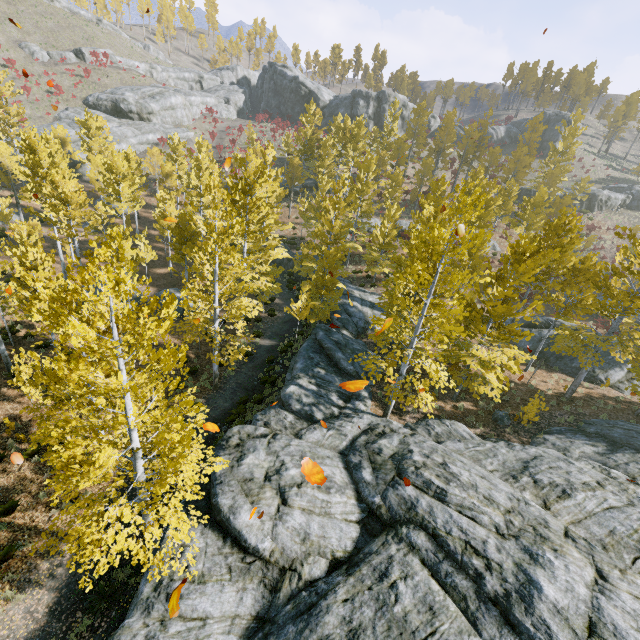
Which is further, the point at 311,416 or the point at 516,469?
the point at 311,416

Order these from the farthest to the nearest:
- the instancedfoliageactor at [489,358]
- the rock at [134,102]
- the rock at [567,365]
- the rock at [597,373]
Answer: the rock at [134,102] < the rock at [567,365] < the rock at [597,373] < the instancedfoliageactor at [489,358]

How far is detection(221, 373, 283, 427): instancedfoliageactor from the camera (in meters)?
15.00

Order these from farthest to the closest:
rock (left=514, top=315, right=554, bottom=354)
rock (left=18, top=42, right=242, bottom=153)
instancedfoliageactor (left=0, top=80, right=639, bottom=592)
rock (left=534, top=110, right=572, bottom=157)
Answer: rock (left=534, top=110, right=572, bottom=157) → rock (left=18, top=42, right=242, bottom=153) → rock (left=514, top=315, right=554, bottom=354) → instancedfoliageactor (left=0, top=80, right=639, bottom=592)

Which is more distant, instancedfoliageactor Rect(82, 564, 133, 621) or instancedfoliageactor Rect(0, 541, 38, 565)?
instancedfoliageactor Rect(82, 564, 133, 621)

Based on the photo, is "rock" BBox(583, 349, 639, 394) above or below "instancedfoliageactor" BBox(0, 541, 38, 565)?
above

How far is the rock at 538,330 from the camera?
24.11m

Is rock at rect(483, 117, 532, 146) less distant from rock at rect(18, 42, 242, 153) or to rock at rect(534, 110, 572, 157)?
rock at rect(534, 110, 572, 157)
